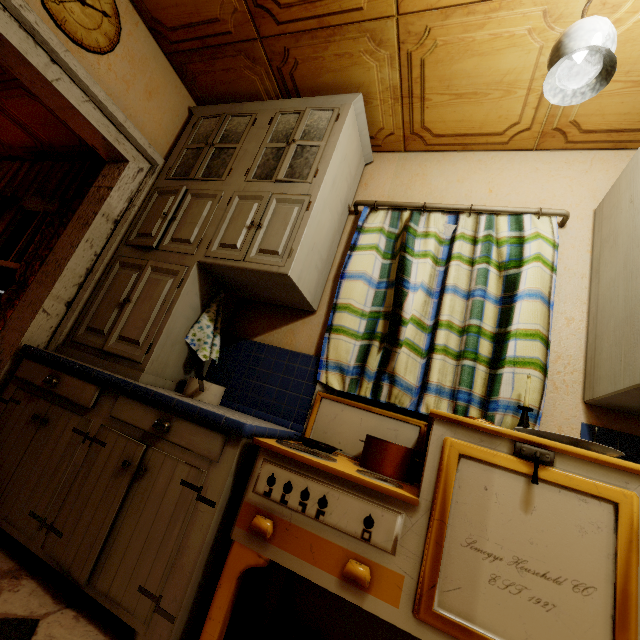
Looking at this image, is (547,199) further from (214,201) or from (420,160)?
(214,201)

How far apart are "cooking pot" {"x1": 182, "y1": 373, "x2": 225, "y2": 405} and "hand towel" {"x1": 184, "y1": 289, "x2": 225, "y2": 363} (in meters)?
0.14

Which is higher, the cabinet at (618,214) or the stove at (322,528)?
the cabinet at (618,214)

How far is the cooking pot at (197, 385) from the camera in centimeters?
171cm

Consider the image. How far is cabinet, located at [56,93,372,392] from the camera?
1.77m

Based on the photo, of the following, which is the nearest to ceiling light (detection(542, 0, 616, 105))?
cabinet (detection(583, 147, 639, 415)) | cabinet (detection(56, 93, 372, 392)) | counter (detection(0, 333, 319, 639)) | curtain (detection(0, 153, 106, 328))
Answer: cabinet (detection(583, 147, 639, 415))

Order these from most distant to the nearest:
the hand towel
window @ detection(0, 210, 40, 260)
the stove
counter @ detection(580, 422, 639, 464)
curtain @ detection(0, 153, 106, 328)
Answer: window @ detection(0, 210, 40, 260), curtain @ detection(0, 153, 106, 328), the hand towel, counter @ detection(580, 422, 639, 464), the stove

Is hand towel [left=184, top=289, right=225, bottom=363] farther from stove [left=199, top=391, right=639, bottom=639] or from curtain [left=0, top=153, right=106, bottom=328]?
curtain [left=0, top=153, right=106, bottom=328]
